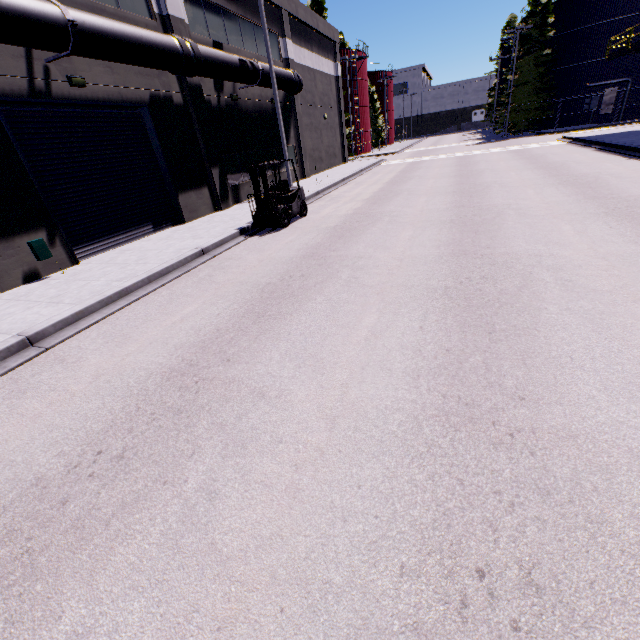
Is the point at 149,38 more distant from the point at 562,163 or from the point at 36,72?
the point at 562,163

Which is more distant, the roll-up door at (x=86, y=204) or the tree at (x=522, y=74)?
the tree at (x=522, y=74)

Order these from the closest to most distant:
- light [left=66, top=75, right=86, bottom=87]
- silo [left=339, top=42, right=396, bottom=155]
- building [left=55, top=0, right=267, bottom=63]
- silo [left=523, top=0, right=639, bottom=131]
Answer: light [left=66, top=75, right=86, bottom=87] → building [left=55, top=0, right=267, bottom=63] → silo [left=523, top=0, right=639, bottom=131] → silo [left=339, top=42, right=396, bottom=155]

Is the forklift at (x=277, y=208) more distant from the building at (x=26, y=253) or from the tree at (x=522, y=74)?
the tree at (x=522, y=74)

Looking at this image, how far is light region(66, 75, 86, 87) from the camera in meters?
9.6

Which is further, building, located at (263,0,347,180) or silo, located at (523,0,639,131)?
silo, located at (523,0,639,131)

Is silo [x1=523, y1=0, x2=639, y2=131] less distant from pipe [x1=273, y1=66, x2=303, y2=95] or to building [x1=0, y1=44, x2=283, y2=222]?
building [x1=0, y1=44, x2=283, y2=222]

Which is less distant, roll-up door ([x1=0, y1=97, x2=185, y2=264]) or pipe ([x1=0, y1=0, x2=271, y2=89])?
pipe ([x1=0, y1=0, x2=271, y2=89])
